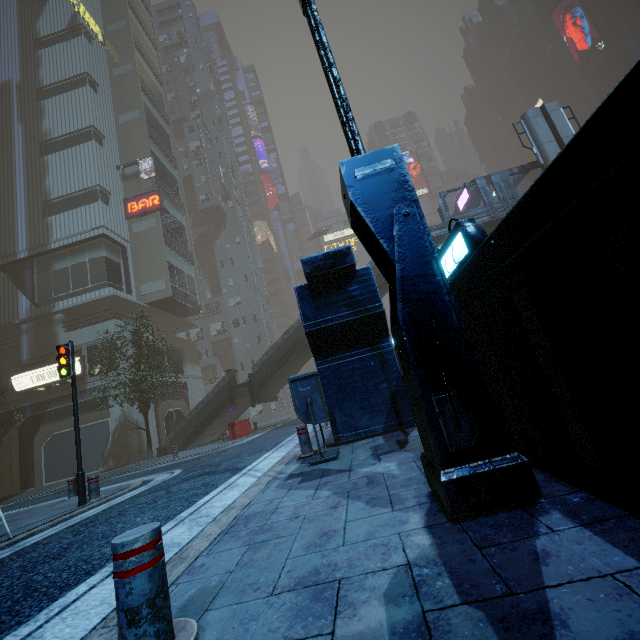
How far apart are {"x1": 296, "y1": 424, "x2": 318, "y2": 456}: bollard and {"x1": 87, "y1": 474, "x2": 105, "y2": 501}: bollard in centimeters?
536cm

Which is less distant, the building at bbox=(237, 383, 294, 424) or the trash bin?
the trash bin

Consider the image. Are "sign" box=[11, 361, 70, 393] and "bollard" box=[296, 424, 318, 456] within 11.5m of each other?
no

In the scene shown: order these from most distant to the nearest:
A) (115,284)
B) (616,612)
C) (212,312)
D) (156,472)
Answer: (212,312) < (115,284) < (156,472) < (616,612)

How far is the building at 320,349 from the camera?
6.66m

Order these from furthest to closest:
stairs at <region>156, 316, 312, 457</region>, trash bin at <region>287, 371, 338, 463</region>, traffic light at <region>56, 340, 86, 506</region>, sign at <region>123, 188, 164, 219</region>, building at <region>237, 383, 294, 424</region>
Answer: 1. building at <region>237, 383, 294, 424</region>
2. sign at <region>123, 188, 164, 219</region>
3. stairs at <region>156, 316, 312, 457</region>
4. traffic light at <region>56, 340, 86, 506</region>
5. trash bin at <region>287, 371, 338, 463</region>

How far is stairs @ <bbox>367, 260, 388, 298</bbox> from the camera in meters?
21.0

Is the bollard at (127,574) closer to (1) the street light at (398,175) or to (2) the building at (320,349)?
(1) the street light at (398,175)
